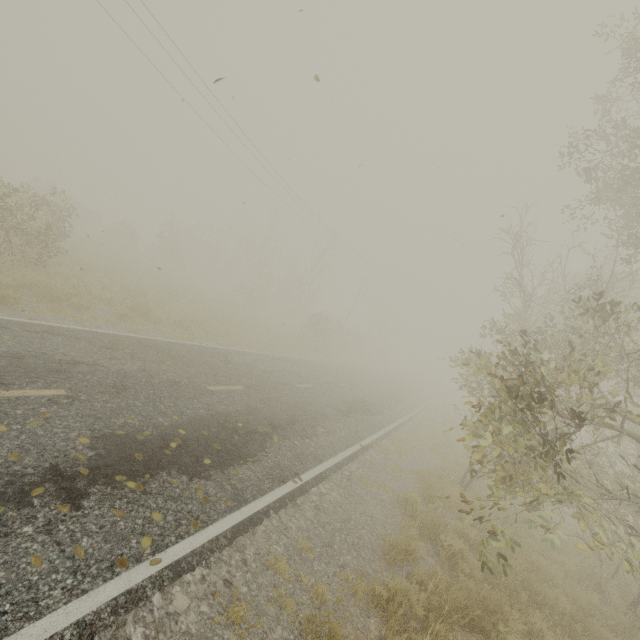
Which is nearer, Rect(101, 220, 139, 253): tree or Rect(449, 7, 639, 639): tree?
Rect(449, 7, 639, 639): tree

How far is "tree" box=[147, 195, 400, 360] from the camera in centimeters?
3133cm

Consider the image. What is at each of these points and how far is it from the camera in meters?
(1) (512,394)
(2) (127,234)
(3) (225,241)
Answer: (1) tree, 5.7
(2) tree, 32.2
(3) tree, 48.9

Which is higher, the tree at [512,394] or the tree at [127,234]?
the tree at [512,394]

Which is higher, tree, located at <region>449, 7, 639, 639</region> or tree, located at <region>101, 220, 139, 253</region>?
tree, located at <region>449, 7, 639, 639</region>

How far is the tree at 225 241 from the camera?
31.33m
